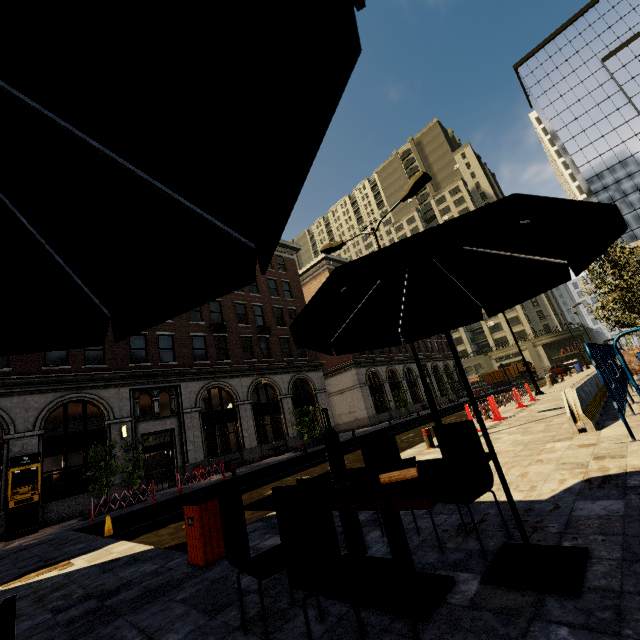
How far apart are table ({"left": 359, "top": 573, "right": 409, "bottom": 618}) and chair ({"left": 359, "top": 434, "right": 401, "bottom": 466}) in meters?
0.3

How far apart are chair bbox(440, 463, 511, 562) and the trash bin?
3.1m

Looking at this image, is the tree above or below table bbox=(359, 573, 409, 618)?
above

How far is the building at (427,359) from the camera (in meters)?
45.22

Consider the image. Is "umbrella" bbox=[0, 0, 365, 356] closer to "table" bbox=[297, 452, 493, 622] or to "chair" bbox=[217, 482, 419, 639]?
"chair" bbox=[217, 482, 419, 639]

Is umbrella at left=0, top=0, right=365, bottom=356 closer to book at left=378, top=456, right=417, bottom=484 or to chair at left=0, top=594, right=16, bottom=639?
chair at left=0, top=594, right=16, bottom=639

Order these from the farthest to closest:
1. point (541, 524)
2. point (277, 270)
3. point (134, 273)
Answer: point (277, 270) → point (541, 524) → point (134, 273)

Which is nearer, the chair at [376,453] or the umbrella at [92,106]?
the umbrella at [92,106]
